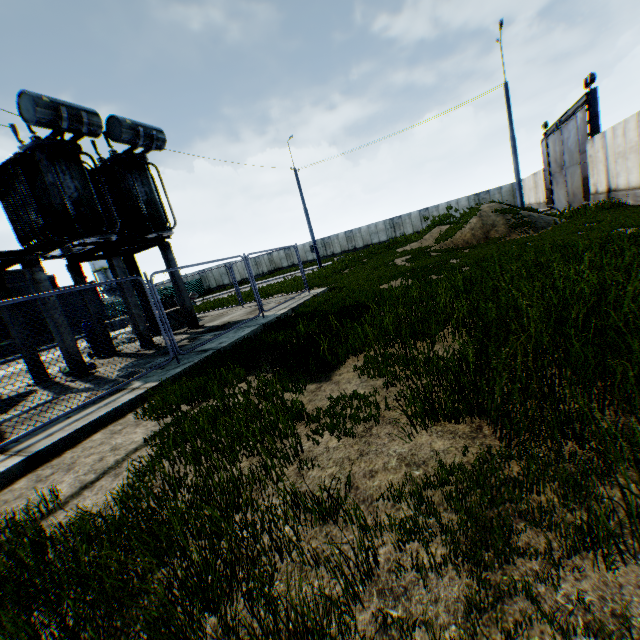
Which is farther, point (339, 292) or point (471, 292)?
point (339, 292)

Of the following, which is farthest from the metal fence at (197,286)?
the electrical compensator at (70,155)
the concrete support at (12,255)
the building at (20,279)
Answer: the building at (20,279)

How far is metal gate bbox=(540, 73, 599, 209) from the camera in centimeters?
1773cm

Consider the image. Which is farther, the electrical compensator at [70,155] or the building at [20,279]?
the building at [20,279]

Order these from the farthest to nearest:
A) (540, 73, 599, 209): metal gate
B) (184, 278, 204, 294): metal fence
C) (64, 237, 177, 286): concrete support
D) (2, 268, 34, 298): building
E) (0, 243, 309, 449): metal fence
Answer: (184, 278, 204, 294): metal fence < (2, 268, 34, 298): building < (540, 73, 599, 209): metal gate < (64, 237, 177, 286): concrete support < (0, 243, 309, 449): metal fence

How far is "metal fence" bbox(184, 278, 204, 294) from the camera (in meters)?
43.53

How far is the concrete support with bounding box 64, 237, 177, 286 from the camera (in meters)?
10.32

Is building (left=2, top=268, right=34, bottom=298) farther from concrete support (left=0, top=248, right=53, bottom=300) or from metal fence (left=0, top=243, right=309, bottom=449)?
concrete support (left=0, top=248, right=53, bottom=300)
